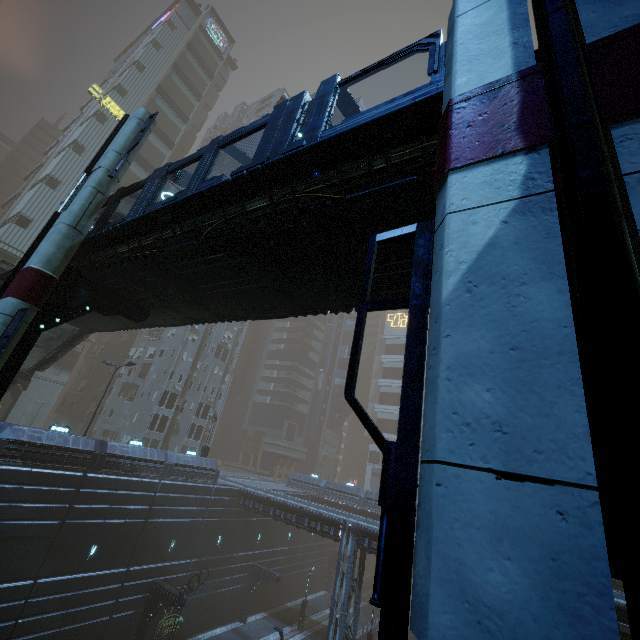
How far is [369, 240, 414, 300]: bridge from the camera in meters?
7.2

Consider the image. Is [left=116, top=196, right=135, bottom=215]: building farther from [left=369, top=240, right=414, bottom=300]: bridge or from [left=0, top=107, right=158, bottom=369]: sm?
[left=369, top=240, right=414, bottom=300]: bridge

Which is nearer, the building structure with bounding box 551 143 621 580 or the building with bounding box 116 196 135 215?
the building structure with bounding box 551 143 621 580

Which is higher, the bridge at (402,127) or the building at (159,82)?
the building at (159,82)

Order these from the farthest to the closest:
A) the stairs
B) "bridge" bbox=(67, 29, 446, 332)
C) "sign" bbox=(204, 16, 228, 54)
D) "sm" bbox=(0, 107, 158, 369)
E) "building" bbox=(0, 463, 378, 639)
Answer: "sign" bbox=(204, 16, 228, 54) < the stairs < "building" bbox=(0, 463, 378, 639) < "sm" bbox=(0, 107, 158, 369) < "bridge" bbox=(67, 29, 446, 332)

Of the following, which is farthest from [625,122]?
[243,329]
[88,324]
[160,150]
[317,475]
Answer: [243,329]

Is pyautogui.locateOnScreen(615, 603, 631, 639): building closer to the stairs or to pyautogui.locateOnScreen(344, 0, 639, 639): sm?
pyautogui.locateOnScreen(344, 0, 639, 639): sm

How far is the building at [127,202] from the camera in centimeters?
4141cm
